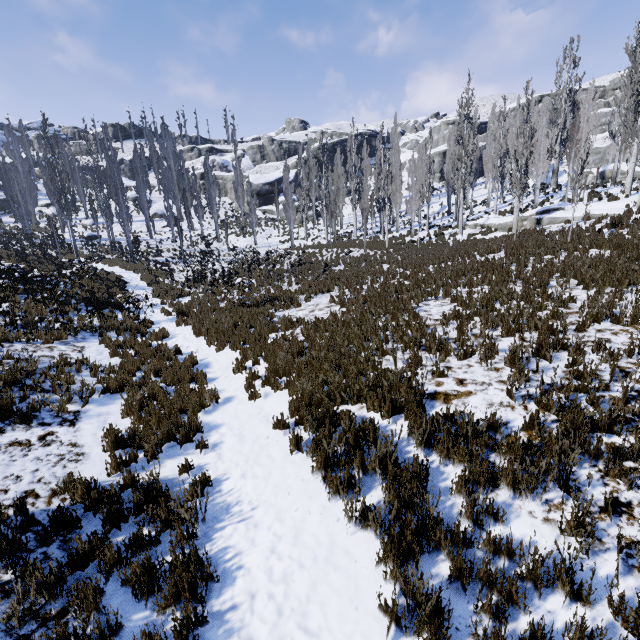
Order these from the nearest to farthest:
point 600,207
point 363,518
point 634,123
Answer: point 363,518
point 600,207
point 634,123

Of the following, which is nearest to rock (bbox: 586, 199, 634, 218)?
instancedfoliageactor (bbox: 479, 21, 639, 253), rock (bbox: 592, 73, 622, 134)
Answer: instancedfoliageactor (bbox: 479, 21, 639, 253)

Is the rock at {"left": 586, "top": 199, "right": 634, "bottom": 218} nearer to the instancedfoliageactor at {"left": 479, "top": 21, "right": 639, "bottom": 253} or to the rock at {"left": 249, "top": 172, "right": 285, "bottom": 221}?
the instancedfoliageactor at {"left": 479, "top": 21, "right": 639, "bottom": 253}

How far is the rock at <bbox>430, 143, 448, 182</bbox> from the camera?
55.3 meters

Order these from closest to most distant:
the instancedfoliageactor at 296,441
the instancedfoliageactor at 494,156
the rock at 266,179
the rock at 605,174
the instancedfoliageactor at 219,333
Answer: the instancedfoliageactor at 219,333 → the instancedfoliageactor at 296,441 → the instancedfoliageactor at 494,156 → the rock at 605,174 → the rock at 266,179

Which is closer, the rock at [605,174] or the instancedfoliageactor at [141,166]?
the rock at [605,174]
